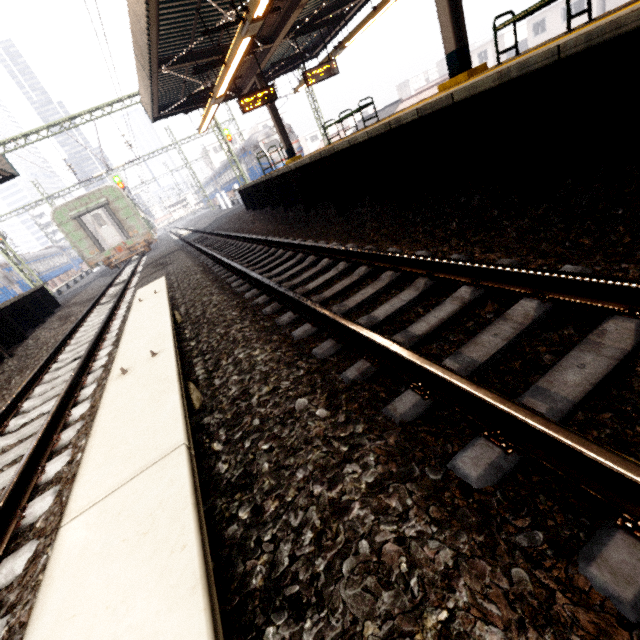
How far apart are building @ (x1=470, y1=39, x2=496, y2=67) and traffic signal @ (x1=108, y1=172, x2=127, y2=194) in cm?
5139

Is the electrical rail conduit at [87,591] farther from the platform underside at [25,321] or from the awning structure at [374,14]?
the awning structure at [374,14]

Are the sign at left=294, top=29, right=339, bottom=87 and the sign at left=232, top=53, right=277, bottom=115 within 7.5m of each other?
yes

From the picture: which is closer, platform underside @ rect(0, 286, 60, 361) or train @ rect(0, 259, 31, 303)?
platform underside @ rect(0, 286, 60, 361)

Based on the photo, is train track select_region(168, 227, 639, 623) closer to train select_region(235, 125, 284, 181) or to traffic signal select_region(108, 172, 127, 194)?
traffic signal select_region(108, 172, 127, 194)

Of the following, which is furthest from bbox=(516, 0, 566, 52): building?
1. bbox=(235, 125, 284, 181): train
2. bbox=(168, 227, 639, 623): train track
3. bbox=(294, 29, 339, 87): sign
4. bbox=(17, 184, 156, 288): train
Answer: bbox=(17, 184, 156, 288): train

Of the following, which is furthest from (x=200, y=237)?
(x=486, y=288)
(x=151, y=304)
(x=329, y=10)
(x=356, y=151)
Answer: (x=486, y=288)

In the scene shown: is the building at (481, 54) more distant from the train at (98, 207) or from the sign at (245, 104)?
the train at (98, 207)
